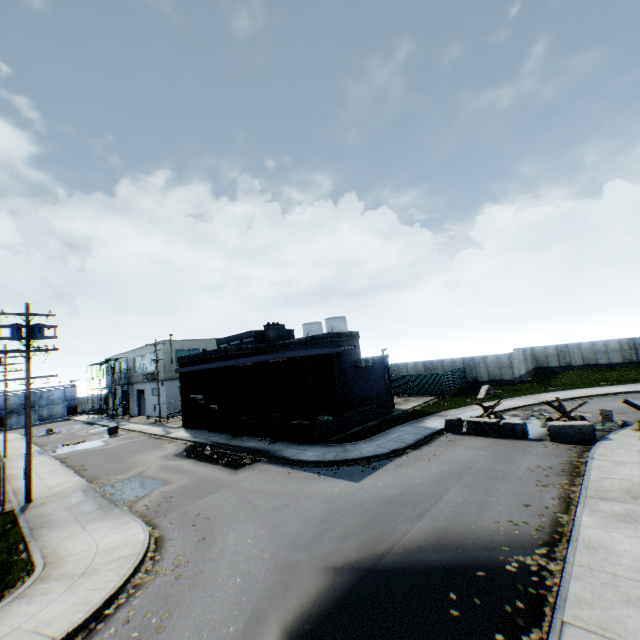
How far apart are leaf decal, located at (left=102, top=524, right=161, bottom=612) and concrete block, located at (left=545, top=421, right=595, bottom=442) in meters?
16.6

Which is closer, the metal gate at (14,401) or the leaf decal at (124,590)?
the leaf decal at (124,590)

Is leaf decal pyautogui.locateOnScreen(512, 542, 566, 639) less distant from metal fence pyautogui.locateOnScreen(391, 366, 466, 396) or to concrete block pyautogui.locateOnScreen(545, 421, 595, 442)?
metal fence pyautogui.locateOnScreen(391, 366, 466, 396)

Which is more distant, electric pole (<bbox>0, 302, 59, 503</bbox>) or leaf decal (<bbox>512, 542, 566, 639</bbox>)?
electric pole (<bbox>0, 302, 59, 503</bbox>)

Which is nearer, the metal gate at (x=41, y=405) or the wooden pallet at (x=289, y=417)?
the wooden pallet at (x=289, y=417)

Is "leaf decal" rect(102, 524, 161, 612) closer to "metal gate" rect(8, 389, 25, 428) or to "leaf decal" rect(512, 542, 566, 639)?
"leaf decal" rect(512, 542, 566, 639)

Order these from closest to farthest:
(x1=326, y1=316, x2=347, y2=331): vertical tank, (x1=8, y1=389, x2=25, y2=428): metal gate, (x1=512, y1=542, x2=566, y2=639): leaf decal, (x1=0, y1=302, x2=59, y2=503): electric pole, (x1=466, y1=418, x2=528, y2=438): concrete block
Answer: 1. (x1=512, y1=542, x2=566, y2=639): leaf decal
2. (x1=0, y1=302, x2=59, y2=503): electric pole
3. (x1=466, y1=418, x2=528, y2=438): concrete block
4. (x1=8, y1=389, x2=25, y2=428): metal gate
5. (x1=326, y1=316, x2=347, y2=331): vertical tank

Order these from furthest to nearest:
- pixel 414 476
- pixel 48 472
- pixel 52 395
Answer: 1. pixel 52 395
2. pixel 48 472
3. pixel 414 476
